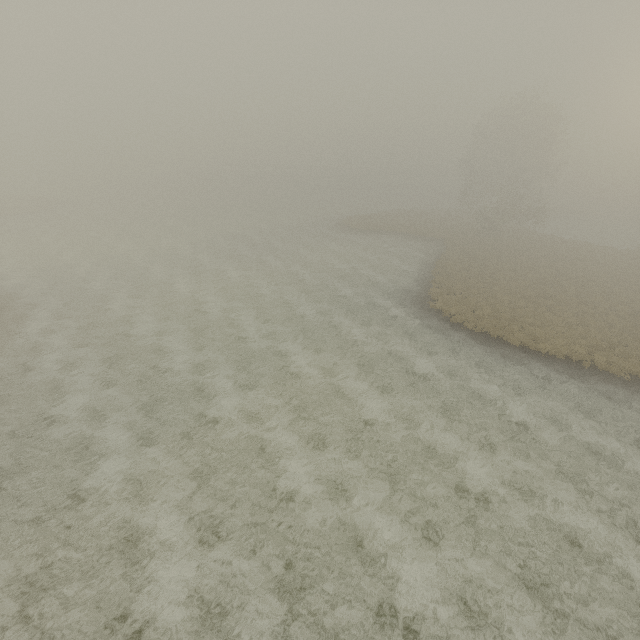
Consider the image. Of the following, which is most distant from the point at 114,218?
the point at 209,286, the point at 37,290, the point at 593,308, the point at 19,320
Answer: the point at 593,308
